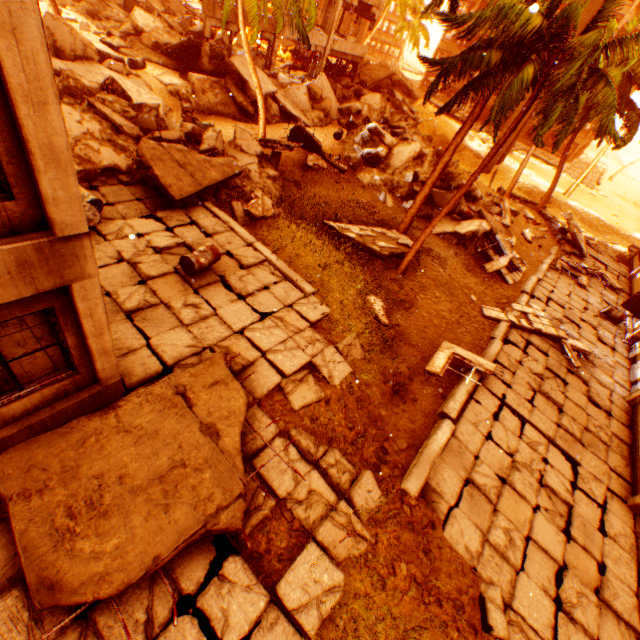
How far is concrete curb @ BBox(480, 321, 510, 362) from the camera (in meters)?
11.17

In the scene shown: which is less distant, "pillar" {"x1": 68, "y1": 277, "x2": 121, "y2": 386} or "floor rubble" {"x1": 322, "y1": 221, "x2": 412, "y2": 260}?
"pillar" {"x1": 68, "y1": 277, "x2": 121, "y2": 386}

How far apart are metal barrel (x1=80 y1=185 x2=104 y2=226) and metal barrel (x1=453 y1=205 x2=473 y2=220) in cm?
1534

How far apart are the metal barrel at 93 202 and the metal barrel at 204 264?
2.44m

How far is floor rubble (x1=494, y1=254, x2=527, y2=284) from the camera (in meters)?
15.84

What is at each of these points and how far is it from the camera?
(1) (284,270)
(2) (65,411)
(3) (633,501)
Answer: (1) concrete curb, 9.60m
(2) wall corner piece, 5.20m
(3) pillar, 8.75m

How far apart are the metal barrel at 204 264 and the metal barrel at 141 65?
14.8 meters

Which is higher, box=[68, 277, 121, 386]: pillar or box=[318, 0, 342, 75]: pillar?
box=[318, 0, 342, 75]: pillar
